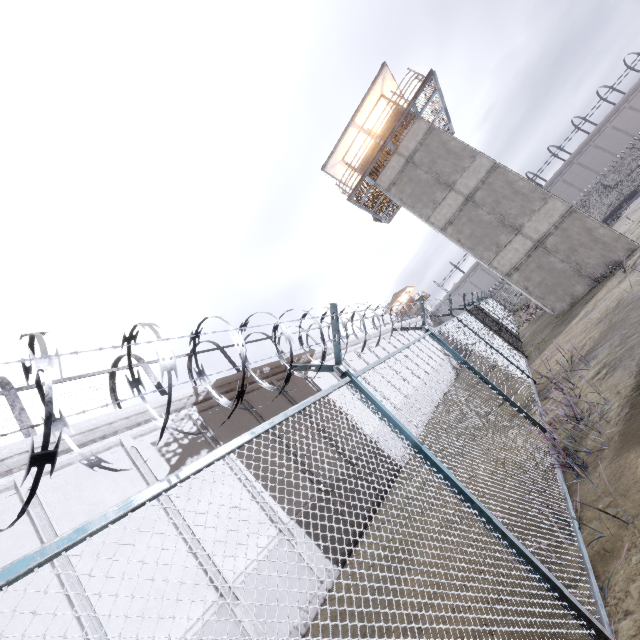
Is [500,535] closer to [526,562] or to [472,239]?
[526,562]

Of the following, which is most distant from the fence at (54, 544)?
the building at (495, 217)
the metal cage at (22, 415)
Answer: the metal cage at (22, 415)

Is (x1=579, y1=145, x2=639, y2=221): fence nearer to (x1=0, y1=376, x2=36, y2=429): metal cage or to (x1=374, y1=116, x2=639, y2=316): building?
(x1=374, y1=116, x2=639, y2=316): building

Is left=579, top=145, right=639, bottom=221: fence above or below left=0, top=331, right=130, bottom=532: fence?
below

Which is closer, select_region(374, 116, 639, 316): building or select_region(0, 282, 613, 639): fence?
select_region(0, 282, 613, 639): fence

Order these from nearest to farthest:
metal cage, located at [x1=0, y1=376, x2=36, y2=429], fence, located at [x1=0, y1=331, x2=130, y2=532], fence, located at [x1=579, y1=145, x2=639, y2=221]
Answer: fence, located at [x1=0, y1=331, x2=130, y2=532], metal cage, located at [x1=0, y1=376, x2=36, y2=429], fence, located at [x1=579, y1=145, x2=639, y2=221]

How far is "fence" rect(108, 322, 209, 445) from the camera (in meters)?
1.52
